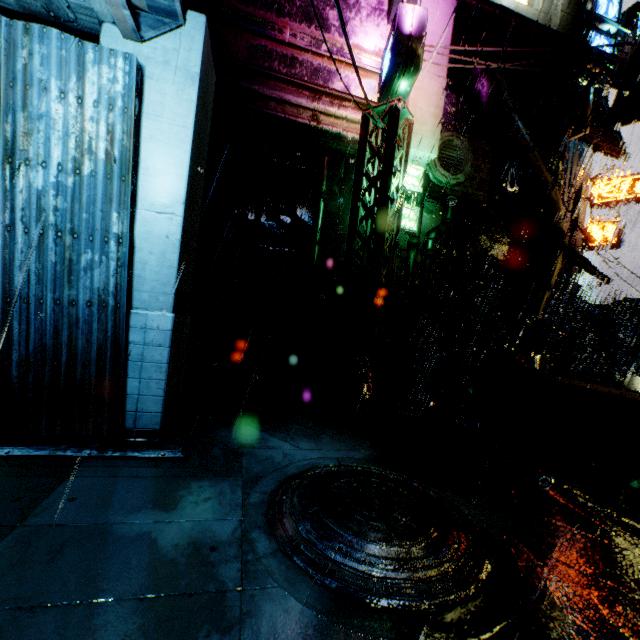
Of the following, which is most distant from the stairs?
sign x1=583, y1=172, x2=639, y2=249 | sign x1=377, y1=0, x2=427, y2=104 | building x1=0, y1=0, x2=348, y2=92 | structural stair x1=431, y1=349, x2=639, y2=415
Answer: sign x1=583, y1=172, x2=639, y2=249

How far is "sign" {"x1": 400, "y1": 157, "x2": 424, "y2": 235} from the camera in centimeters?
1088cm

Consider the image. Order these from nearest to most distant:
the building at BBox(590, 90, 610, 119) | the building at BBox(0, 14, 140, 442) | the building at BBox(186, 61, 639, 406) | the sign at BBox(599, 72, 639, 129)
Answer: the building at BBox(0, 14, 140, 442) → the building at BBox(186, 61, 639, 406) → the sign at BBox(599, 72, 639, 129) → the building at BBox(590, 90, 610, 119)

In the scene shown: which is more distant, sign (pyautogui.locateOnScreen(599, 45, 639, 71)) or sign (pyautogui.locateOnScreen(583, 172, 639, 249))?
sign (pyautogui.locateOnScreen(583, 172, 639, 249))

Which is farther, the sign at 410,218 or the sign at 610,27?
the sign at 610,27

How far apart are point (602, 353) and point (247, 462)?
35.6m

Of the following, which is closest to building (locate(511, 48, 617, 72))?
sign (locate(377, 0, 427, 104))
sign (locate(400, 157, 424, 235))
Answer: sign (locate(377, 0, 427, 104))

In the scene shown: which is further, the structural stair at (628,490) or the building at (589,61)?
the building at (589,61)
